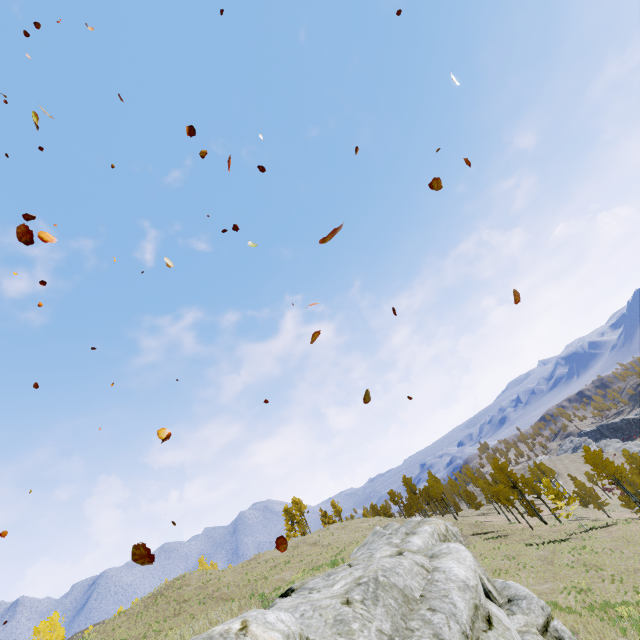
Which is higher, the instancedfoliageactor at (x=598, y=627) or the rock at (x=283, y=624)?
the rock at (x=283, y=624)

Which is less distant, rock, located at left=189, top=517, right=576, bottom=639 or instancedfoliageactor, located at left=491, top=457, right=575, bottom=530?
rock, located at left=189, top=517, right=576, bottom=639

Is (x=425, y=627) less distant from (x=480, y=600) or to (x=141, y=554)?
(x=480, y=600)

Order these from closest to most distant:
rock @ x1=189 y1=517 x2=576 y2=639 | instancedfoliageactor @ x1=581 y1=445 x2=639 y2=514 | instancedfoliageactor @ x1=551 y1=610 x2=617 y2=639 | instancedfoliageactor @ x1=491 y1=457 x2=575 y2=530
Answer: rock @ x1=189 y1=517 x2=576 y2=639, instancedfoliageactor @ x1=551 y1=610 x2=617 y2=639, instancedfoliageactor @ x1=491 y1=457 x2=575 y2=530, instancedfoliageactor @ x1=581 y1=445 x2=639 y2=514

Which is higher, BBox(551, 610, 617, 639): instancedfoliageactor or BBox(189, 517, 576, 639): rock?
BBox(189, 517, 576, 639): rock

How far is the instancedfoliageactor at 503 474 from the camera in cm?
3928

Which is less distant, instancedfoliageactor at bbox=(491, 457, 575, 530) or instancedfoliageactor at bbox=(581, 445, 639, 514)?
instancedfoliageactor at bbox=(491, 457, 575, 530)
